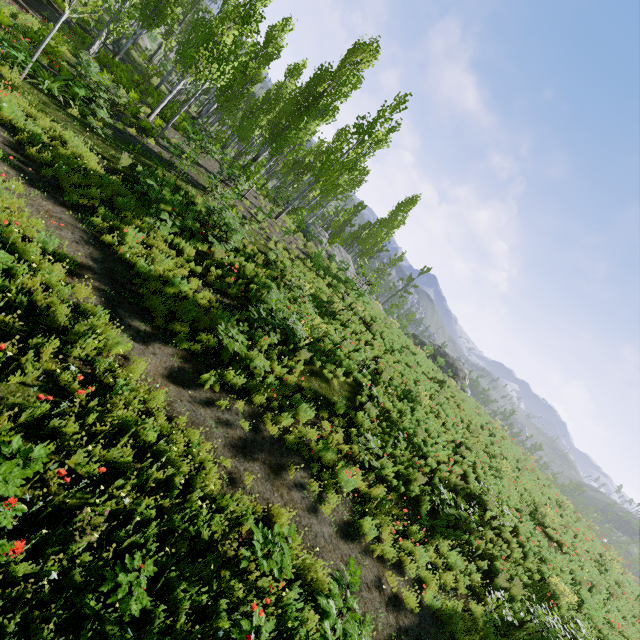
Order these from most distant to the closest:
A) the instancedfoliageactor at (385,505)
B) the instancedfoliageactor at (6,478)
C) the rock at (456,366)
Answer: the rock at (456,366) → the instancedfoliageactor at (385,505) → the instancedfoliageactor at (6,478)

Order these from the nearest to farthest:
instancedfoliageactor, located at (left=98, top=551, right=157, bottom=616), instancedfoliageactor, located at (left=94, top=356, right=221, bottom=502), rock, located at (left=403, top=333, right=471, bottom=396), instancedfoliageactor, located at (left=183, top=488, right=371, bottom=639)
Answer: instancedfoliageactor, located at (left=98, top=551, right=157, bottom=616), instancedfoliageactor, located at (left=183, top=488, right=371, bottom=639), instancedfoliageactor, located at (left=94, top=356, right=221, bottom=502), rock, located at (left=403, top=333, right=471, bottom=396)

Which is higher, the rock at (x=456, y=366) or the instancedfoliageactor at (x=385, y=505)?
the rock at (x=456, y=366)

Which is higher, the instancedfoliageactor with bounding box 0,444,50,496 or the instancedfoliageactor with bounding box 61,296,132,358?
the instancedfoliageactor with bounding box 0,444,50,496

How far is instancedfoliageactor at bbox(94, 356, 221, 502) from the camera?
5.16m

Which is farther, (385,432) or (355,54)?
(355,54)

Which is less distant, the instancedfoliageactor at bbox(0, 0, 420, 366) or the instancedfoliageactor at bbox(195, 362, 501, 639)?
the instancedfoliageactor at bbox(195, 362, 501, 639)
